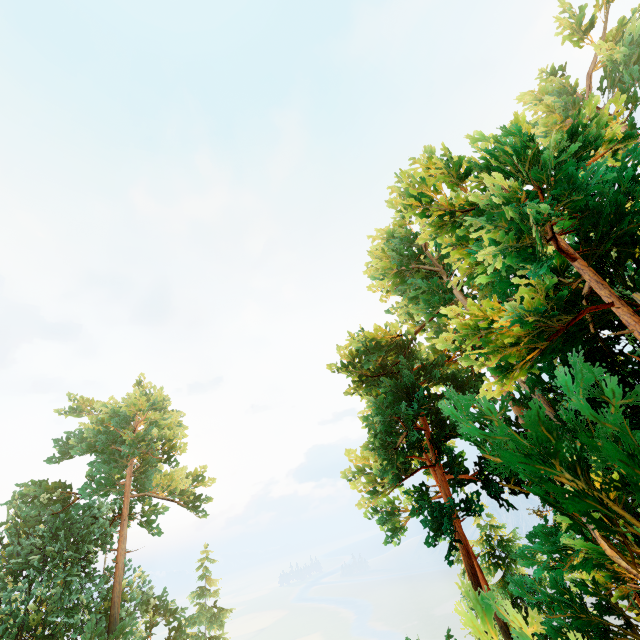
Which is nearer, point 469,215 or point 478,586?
point 469,215

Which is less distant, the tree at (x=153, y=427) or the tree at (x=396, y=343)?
the tree at (x=396, y=343)

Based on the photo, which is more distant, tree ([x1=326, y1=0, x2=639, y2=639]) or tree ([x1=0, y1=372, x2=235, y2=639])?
tree ([x1=0, y1=372, x2=235, y2=639])
